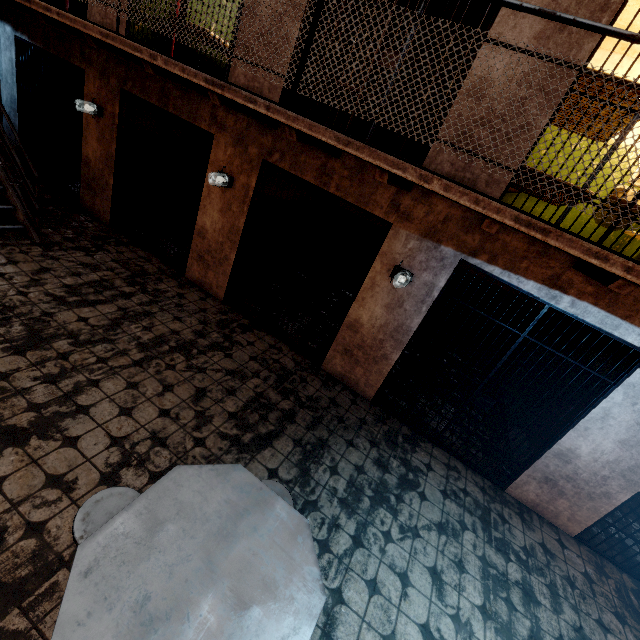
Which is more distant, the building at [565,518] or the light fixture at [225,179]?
the light fixture at [225,179]

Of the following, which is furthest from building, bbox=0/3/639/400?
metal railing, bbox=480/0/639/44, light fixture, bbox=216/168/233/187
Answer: metal railing, bbox=480/0/639/44

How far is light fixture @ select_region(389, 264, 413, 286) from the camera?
3.91m

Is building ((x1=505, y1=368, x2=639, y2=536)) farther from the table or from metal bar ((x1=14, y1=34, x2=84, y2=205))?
the table

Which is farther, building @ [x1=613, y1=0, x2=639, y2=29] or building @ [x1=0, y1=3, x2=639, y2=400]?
building @ [x1=613, y1=0, x2=639, y2=29]

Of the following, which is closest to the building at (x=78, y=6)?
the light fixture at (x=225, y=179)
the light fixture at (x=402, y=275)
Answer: the light fixture at (x=225, y=179)

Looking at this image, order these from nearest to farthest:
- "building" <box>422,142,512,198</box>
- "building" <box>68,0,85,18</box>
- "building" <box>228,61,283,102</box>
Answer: "building" <box>422,142,512,198</box> < "building" <box>228,61,283,102</box> < "building" <box>68,0,85,18</box>

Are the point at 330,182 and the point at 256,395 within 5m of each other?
yes
